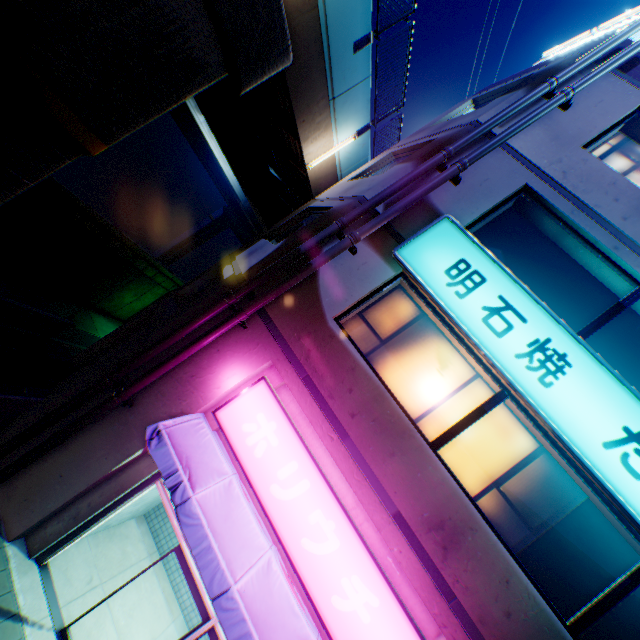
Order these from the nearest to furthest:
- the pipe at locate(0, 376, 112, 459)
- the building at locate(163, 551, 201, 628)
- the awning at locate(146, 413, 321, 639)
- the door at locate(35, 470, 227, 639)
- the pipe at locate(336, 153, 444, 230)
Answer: the awning at locate(146, 413, 321, 639) → the door at locate(35, 470, 227, 639) → the pipe at locate(0, 376, 112, 459) → the pipe at locate(336, 153, 444, 230) → the building at locate(163, 551, 201, 628)

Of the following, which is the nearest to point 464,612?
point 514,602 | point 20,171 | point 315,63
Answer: point 514,602

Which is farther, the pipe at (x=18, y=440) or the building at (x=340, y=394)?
the pipe at (x=18, y=440)

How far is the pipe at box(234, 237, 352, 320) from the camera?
5.8m

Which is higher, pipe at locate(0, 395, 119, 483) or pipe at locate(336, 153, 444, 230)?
pipe at locate(336, 153, 444, 230)

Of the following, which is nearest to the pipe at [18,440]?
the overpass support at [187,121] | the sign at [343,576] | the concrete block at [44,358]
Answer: the sign at [343,576]

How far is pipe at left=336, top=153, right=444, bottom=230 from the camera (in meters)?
6.14

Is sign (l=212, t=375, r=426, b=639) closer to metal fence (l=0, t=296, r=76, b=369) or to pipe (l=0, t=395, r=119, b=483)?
pipe (l=0, t=395, r=119, b=483)
